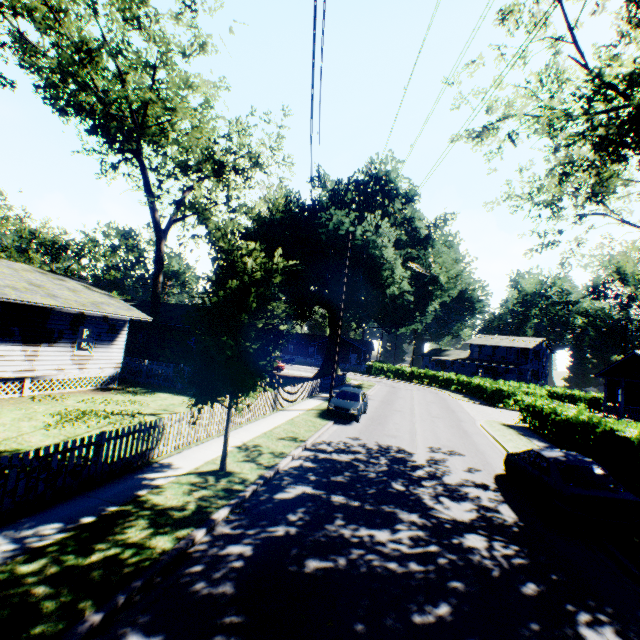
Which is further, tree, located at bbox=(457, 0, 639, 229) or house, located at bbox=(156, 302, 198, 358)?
house, located at bbox=(156, 302, 198, 358)

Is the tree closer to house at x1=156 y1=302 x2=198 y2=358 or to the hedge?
the hedge

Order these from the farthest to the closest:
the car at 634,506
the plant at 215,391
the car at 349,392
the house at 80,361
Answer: the car at 349,392
the house at 80,361
the plant at 215,391
the car at 634,506

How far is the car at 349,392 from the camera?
17.9m

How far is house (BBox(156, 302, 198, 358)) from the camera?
27.01m

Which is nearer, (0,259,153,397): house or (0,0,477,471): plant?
(0,0,477,471): plant

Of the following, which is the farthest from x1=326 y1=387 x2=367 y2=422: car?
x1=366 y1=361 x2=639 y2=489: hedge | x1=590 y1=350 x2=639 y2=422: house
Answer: x1=590 y1=350 x2=639 y2=422: house

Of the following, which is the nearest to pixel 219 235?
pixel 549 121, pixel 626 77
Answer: pixel 626 77
